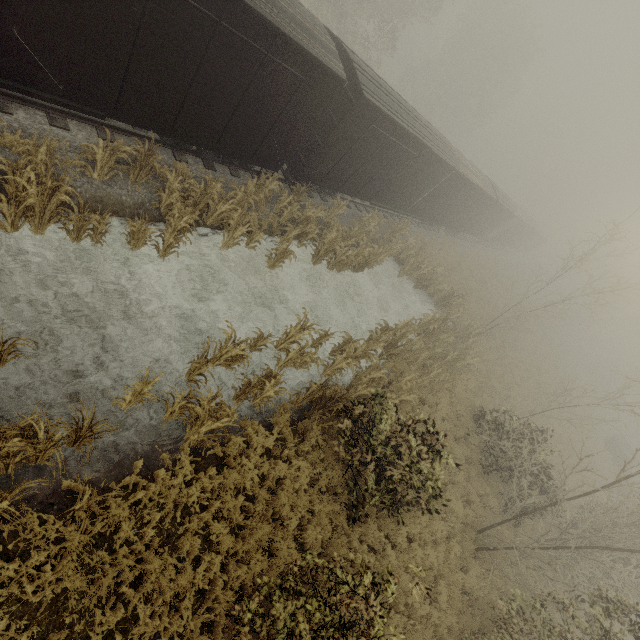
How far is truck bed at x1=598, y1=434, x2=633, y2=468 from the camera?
31.6m

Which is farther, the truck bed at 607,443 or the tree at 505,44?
the truck bed at 607,443

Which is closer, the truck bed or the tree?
the tree

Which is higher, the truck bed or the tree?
the tree

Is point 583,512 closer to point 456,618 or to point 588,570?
point 588,570

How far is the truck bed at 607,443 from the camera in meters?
31.6
